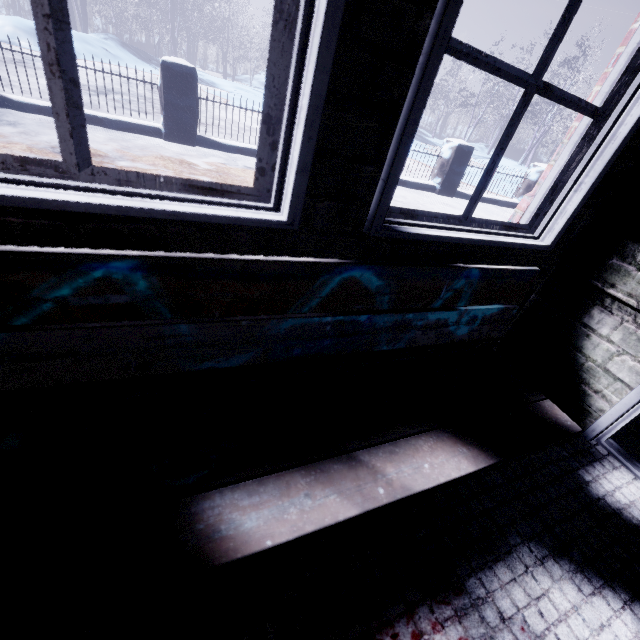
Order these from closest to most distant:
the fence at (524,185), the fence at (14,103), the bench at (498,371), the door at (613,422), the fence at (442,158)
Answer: the bench at (498,371)
the door at (613,422)
the fence at (14,103)
the fence at (442,158)
the fence at (524,185)

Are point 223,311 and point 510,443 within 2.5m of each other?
yes

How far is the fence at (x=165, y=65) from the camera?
4.06m

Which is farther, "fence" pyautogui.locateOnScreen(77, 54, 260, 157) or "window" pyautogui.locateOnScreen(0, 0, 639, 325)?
"fence" pyautogui.locateOnScreen(77, 54, 260, 157)

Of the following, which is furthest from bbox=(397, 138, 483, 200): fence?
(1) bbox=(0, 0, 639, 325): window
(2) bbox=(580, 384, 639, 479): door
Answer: (2) bbox=(580, 384, 639, 479): door

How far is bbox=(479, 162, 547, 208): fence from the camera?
6.8 meters

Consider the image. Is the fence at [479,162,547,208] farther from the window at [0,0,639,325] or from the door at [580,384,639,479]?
the door at [580,384,639,479]
